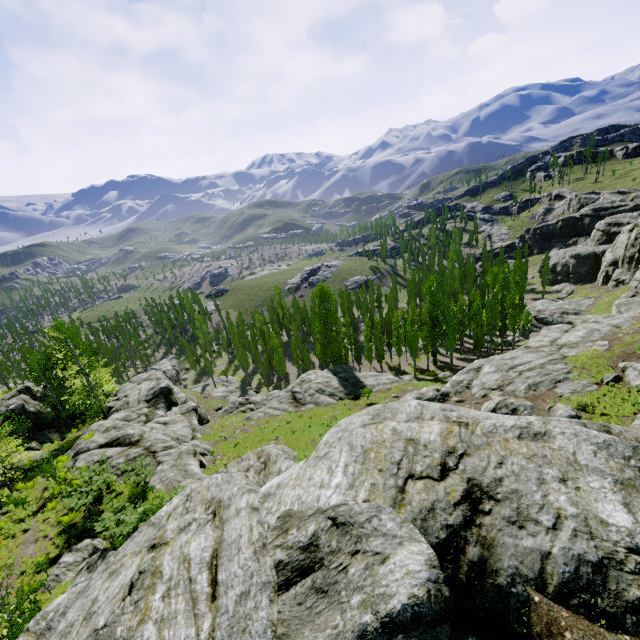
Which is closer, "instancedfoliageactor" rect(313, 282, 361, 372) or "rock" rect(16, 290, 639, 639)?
"rock" rect(16, 290, 639, 639)

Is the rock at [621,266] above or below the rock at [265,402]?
above

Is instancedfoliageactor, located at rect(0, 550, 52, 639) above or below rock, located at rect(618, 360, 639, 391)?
above

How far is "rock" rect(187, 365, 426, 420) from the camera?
36.6 meters

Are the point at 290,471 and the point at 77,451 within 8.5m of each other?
Answer: no

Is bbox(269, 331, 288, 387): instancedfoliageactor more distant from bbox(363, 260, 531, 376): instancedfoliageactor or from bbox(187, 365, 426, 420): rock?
bbox(187, 365, 426, 420): rock

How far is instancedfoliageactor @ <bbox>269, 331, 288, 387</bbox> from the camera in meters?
53.0 m

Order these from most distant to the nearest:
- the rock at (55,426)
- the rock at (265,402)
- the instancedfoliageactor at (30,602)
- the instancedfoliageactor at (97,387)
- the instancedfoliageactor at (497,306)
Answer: the instancedfoliageactor at (497,306)
the rock at (265,402)
the rock at (55,426)
the instancedfoliageactor at (97,387)
the instancedfoliageactor at (30,602)
